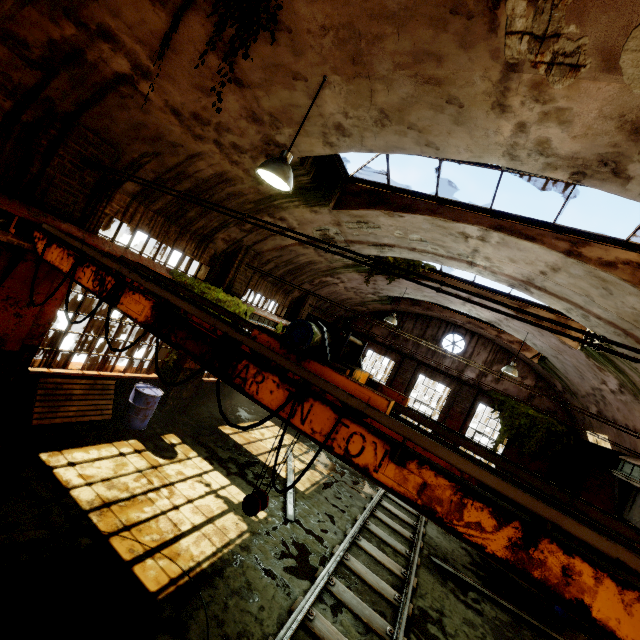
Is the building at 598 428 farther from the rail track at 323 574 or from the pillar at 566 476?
the rail track at 323 574

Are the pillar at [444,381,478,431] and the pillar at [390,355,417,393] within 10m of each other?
yes

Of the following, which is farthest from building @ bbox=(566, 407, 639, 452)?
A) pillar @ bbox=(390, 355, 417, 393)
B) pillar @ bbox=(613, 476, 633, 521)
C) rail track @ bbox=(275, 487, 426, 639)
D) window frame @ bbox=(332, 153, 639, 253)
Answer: rail track @ bbox=(275, 487, 426, 639)

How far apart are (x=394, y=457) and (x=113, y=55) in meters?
6.3

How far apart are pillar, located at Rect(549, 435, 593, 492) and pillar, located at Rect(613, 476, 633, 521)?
4.5m

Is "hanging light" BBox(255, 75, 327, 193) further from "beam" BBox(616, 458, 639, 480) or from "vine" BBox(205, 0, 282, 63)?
"beam" BBox(616, 458, 639, 480)

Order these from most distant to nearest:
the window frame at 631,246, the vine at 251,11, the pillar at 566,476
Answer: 1. the pillar at 566,476
2. the window frame at 631,246
3. the vine at 251,11

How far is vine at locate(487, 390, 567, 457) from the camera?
14.43m
